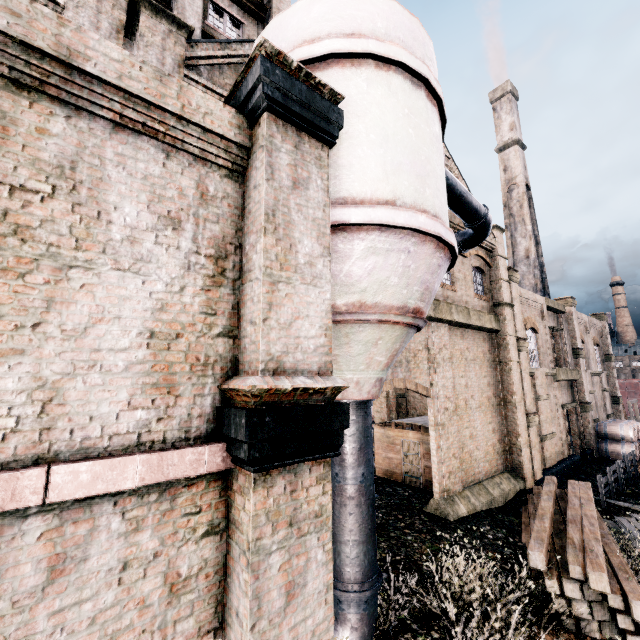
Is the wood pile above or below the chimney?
below

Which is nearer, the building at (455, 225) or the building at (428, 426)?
the building at (428, 426)

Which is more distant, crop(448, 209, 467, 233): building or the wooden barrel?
the wooden barrel

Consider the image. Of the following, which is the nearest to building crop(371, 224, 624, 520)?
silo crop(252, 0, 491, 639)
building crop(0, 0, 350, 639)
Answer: building crop(0, 0, 350, 639)

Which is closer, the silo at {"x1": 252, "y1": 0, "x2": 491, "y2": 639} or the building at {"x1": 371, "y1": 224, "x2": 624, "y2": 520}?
the silo at {"x1": 252, "y1": 0, "x2": 491, "y2": 639}

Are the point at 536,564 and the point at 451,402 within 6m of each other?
no

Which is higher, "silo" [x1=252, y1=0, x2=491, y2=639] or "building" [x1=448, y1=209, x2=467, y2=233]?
"building" [x1=448, y1=209, x2=467, y2=233]

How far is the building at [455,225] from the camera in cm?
1682
